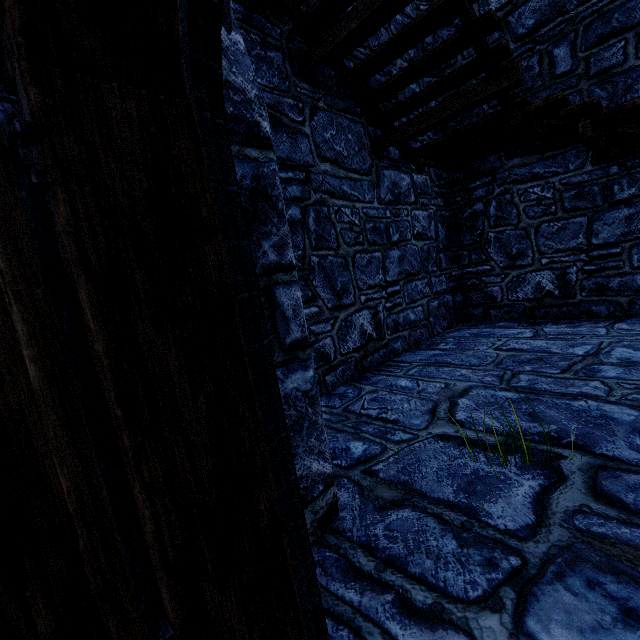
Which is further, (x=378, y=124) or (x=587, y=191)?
(x=587, y=191)
